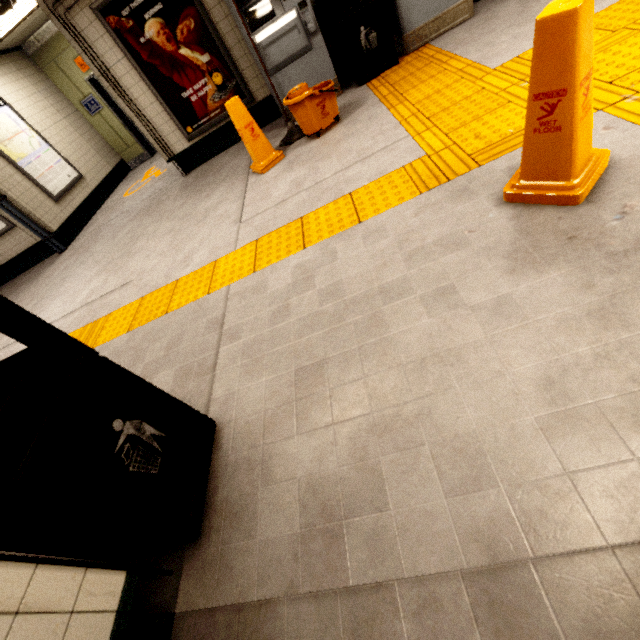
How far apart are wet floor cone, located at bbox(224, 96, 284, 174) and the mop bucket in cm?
37

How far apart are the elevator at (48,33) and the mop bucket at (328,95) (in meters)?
5.82

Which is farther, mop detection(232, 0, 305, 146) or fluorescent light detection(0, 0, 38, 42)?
fluorescent light detection(0, 0, 38, 42)

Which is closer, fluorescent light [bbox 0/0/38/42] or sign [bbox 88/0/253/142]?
sign [bbox 88/0/253/142]

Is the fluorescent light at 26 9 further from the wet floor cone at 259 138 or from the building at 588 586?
the building at 588 586

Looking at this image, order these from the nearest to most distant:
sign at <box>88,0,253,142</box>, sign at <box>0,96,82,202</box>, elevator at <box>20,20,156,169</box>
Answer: sign at <box>88,0,253,142</box> → sign at <box>0,96,82,202</box> → elevator at <box>20,20,156,169</box>

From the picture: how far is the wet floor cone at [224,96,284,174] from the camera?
3.6m

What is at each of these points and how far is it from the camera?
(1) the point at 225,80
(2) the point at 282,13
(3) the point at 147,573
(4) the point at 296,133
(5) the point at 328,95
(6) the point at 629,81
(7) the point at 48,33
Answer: (1) sign, 4.8 meters
(2) ticket machine, 3.9 meters
(3) exterior wiring, 1.3 meters
(4) mop, 4.1 meters
(5) mop bucket, 3.6 meters
(6) groundtactileadastrip, 2.0 meters
(7) elevator, 7.0 meters
